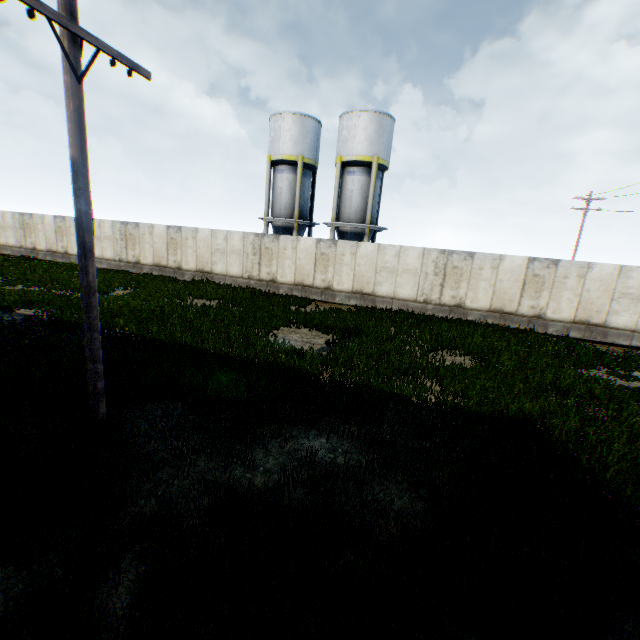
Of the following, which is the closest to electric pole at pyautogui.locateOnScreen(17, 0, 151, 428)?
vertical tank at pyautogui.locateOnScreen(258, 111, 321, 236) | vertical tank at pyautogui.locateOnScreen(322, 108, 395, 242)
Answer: vertical tank at pyautogui.locateOnScreen(322, 108, 395, 242)

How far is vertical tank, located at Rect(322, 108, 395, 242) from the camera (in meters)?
22.23

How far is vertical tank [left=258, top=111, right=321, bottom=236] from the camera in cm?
2392

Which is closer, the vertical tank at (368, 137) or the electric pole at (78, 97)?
the electric pole at (78, 97)

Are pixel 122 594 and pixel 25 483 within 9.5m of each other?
yes

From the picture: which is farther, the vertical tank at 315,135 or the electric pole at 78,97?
the vertical tank at 315,135

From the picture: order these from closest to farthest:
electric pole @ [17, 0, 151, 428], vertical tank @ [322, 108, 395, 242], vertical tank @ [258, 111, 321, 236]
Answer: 1. electric pole @ [17, 0, 151, 428]
2. vertical tank @ [322, 108, 395, 242]
3. vertical tank @ [258, 111, 321, 236]

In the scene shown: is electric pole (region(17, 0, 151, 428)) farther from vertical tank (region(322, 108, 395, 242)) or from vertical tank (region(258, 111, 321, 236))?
vertical tank (region(258, 111, 321, 236))
